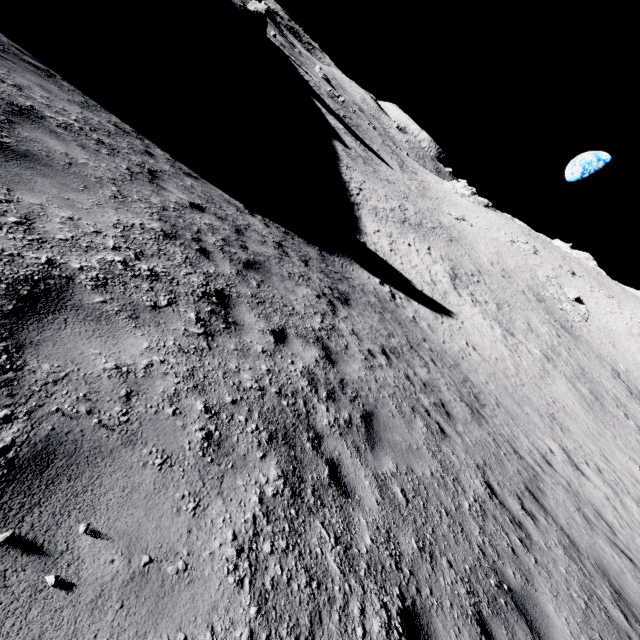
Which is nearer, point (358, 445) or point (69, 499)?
point (69, 499)
